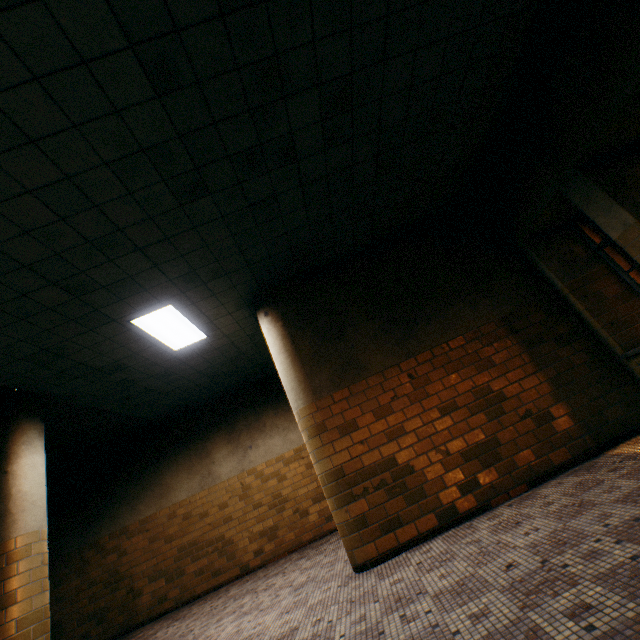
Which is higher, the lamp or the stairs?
the lamp

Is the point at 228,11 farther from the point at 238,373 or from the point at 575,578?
the point at 238,373

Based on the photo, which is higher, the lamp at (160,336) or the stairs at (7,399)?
the lamp at (160,336)

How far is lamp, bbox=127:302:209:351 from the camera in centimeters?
467cm

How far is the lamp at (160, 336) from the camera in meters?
4.7
